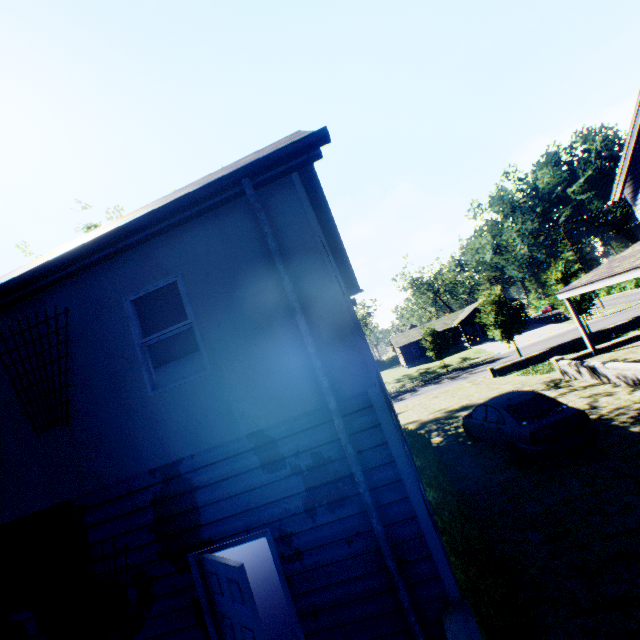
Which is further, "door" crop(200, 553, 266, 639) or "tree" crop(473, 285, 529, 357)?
"tree" crop(473, 285, 529, 357)

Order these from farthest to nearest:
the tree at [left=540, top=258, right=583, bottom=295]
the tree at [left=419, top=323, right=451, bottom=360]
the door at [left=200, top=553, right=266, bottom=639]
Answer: the tree at [left=419, top=323, right=451, bottom=360], the tree at [left=540, top=258, right=583, bottom=295], the door at [left=200, top=553, right=266, bottom=639]

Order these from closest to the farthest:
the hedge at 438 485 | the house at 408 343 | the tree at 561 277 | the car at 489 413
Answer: the hedge at 438 485, the car at 489 413, the tree at 561 277, the house at 408 343

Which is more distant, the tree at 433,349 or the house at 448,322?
the house at 448,322

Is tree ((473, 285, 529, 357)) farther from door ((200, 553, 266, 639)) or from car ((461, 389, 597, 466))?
door ((200, 553, 266, 639))

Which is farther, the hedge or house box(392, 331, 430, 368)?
house box(392, 331, 430, 368)

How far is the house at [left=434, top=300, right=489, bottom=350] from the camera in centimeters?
5159cm

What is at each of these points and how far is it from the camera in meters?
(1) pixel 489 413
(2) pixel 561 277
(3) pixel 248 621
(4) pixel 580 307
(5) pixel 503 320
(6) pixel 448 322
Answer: (1) car, 10.2
(2) tree, 28.6
(3) door, 3.7
(4) tree, 27.6
(5) tree, 29.1
(6) house, 58.2
